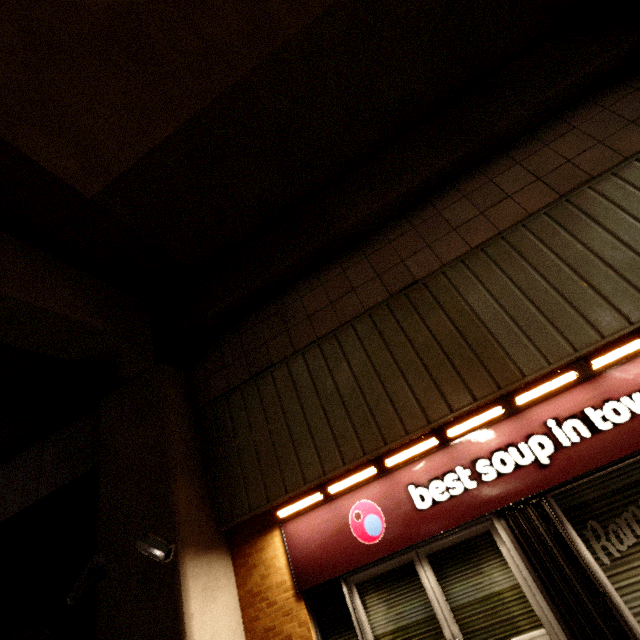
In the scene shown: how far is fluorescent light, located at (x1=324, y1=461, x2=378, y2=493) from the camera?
3.96m

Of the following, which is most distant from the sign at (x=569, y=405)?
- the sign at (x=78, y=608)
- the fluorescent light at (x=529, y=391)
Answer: the sign at (x=78, y=608)

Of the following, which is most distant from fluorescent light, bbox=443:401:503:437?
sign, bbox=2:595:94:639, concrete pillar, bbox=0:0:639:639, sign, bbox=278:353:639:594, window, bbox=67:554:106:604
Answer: sign, bbox=2:595:94:639

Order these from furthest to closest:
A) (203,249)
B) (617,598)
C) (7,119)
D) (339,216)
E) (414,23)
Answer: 1. (203,249)
2. (339,216)
3. (414,23)
4. (7,119)
5. (617,598)

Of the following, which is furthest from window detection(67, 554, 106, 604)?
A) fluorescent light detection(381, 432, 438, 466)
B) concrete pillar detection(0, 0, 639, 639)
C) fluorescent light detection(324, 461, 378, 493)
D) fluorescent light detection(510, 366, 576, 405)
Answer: fluorescent light detection(510, 366, 576, 405)

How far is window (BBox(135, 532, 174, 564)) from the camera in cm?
353

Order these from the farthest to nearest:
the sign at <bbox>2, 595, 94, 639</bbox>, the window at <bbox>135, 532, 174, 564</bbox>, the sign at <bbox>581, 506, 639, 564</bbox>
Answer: the sign at <bbox>2, 595, 94, 639</bbox>
the window at <bbox>135, 532, 174, 564</bbox>
the sign at <bbox>581, 506, 639, 564</bbox>

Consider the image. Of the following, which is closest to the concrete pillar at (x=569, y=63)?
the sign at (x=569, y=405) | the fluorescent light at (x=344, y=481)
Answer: the sign at (x=569, y=405)
